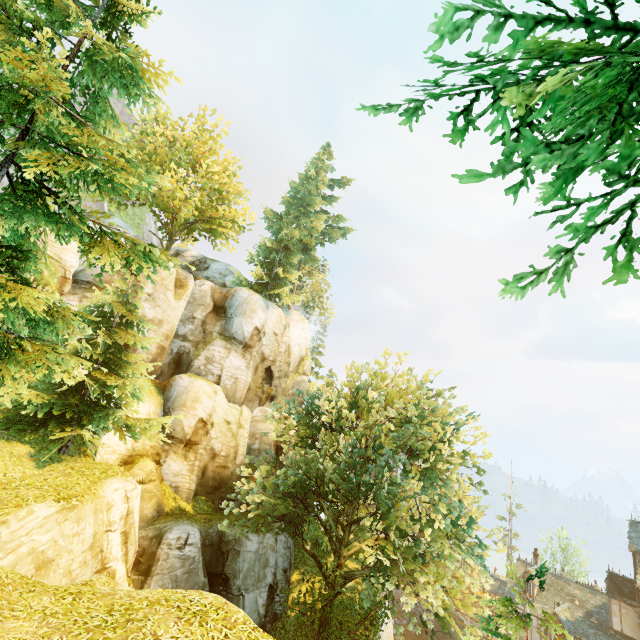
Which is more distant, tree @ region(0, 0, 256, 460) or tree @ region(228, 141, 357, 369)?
tree @ region(228, 141, 357, 369)

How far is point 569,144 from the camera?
1.91m

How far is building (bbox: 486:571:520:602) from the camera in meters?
34.9

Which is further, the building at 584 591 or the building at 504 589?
the building at 504 589

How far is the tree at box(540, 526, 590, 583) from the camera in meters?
44.2

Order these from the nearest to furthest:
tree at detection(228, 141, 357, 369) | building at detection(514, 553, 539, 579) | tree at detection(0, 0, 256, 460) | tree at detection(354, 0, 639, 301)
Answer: tree at detection(354, 0, 639, 301) < tree at detection(0, 0, 256, 460) < tree at detection(228, 141, 357, 369) < building at detection(514, 553, 539, 579)

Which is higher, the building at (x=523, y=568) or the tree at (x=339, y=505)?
the tree at (x=339, y=505)
